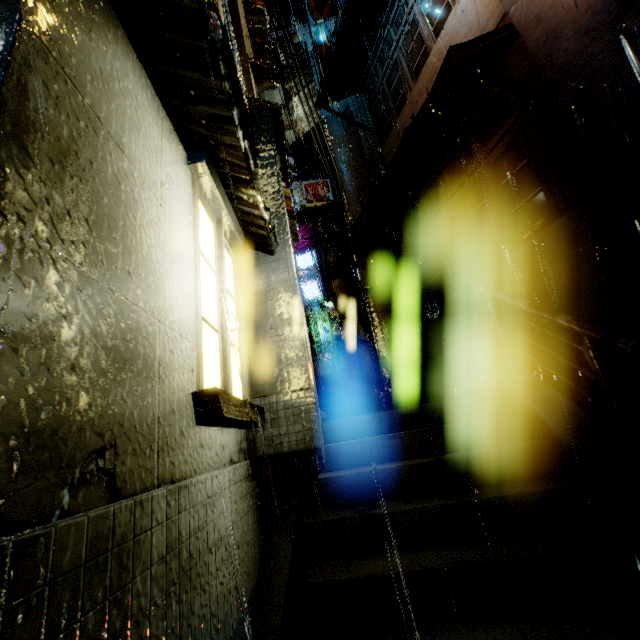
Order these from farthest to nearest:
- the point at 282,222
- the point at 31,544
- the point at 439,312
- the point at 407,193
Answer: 1. the point at 407,193
2. the point at 439,312
3. the point at 282,222
4. the point at 31,544

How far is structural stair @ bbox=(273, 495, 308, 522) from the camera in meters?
3.6

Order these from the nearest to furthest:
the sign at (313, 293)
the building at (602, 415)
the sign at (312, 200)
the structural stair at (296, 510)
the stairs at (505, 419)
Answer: the stairs at (505, 419) → the structural stair at (296, 510) → the building at (602, 415) → the sign at (312, 200) → the sign at (313, 293)

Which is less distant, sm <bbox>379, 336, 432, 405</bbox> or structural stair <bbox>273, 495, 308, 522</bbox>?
structural stair <bbox>273, 495, 308, 522</bbox>

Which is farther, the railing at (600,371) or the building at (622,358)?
the building at (622,358)

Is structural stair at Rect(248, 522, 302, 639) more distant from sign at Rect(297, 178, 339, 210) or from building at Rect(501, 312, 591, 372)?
sign at Rect(297, 178, 339, 210)

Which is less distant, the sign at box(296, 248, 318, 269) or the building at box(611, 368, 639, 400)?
the building at box(611, 368, 639, 400)

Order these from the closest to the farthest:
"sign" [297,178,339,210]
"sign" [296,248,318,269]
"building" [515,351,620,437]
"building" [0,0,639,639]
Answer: "building" [0,0,639,639] < "building" [515,351,620,437] < "sign" [297,178,339,210] < "sign" [296,248,318,269]
